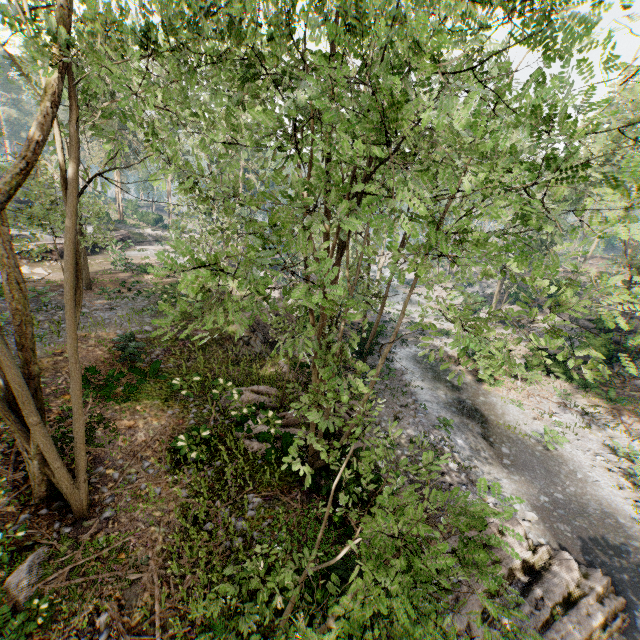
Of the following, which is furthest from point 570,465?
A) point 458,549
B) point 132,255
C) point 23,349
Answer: point 132,255

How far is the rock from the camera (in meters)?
19.25

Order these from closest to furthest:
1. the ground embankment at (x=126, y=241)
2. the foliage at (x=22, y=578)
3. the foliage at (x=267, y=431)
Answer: the foliage at (x=267, y=431) → the foliage at (x=22, y=578) → the ground embankment at (x=126, y=241)

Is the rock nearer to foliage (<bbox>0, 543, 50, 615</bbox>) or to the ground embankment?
foliage (<bbox>0, 543, 50, 615</bbox>)

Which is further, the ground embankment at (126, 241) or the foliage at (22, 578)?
the ground embankment at (126, 241)

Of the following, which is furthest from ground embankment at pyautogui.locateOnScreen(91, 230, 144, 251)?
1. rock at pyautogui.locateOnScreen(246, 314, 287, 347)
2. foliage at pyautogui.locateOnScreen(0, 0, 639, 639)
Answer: rock at pyautogui.locateOnScreen(246, 314, 287, 347)
